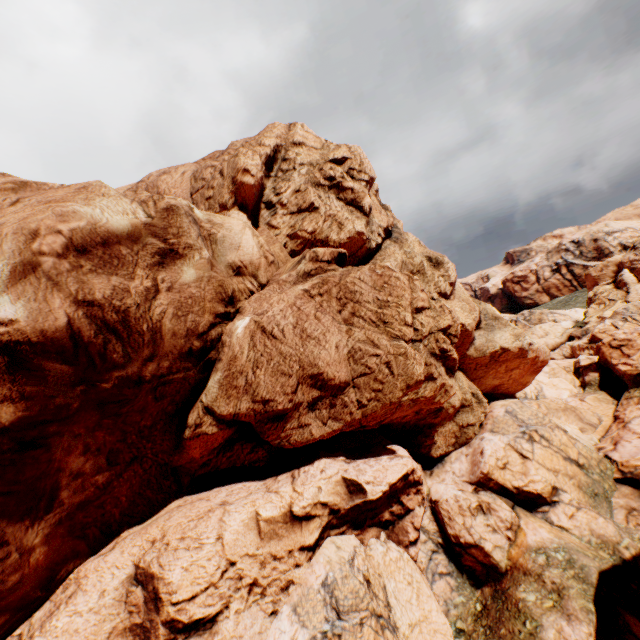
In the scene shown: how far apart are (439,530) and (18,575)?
18.2 meters
